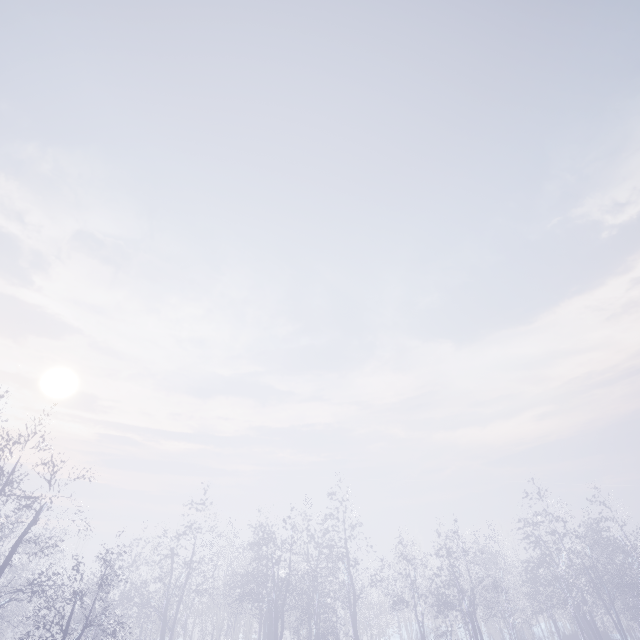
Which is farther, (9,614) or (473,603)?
(473,603)

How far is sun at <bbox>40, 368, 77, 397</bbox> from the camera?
43.6m

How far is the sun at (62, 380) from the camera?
43.6m
